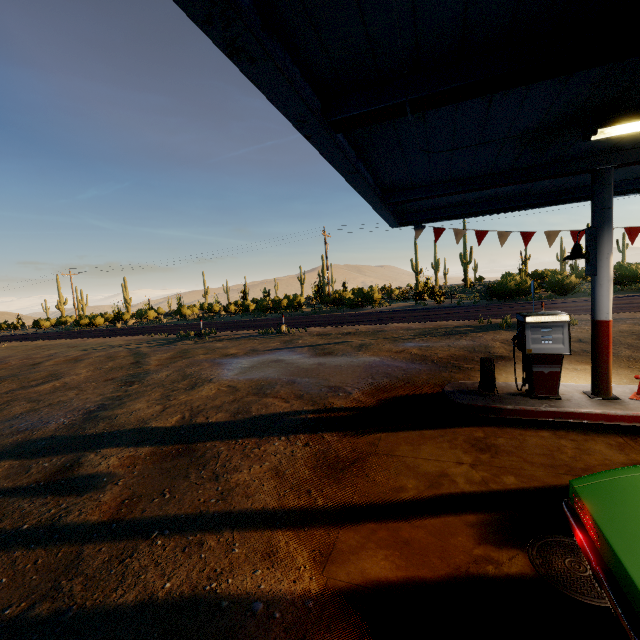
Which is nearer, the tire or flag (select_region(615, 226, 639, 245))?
the tire

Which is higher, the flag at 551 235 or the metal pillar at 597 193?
the metal pillar at 597 193

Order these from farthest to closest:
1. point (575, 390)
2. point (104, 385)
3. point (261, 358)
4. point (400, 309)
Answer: point (400, 309) → point (261, 358) → point (104, 385) → point (575, 390)

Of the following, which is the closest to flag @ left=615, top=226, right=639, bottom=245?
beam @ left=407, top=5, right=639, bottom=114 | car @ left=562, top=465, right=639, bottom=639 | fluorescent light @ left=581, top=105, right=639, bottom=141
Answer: beam @ left=407, top=5, right=639, bottom=114

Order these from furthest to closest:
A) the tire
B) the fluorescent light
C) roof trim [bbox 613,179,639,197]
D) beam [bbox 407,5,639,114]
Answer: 1. roof trim [bbox 613,179,639,197]
2. the tire
3. the fluorescent light
4. beam [bbox 407,5,639,114]

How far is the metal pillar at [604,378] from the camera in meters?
5.3

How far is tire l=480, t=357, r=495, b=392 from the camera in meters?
6.0 m

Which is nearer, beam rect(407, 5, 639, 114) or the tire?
beam rect(407, 5, 639, 114)
